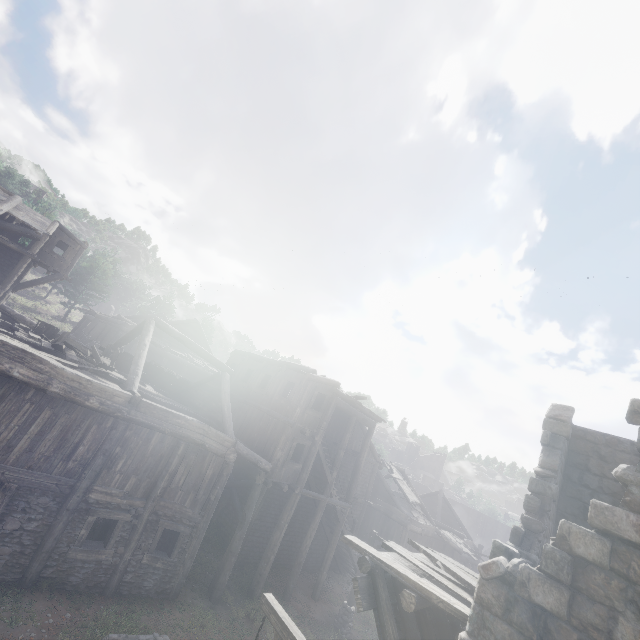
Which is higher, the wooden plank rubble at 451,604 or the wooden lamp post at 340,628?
the wooden plank rubble at 451,604

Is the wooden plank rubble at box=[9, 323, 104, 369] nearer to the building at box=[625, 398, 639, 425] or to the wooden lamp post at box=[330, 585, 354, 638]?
the building at box=[625, 398, 639, 425]

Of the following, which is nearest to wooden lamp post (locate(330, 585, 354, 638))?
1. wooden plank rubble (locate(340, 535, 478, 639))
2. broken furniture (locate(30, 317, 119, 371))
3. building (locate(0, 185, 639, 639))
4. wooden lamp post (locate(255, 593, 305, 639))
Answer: building (locate(0, 185, 639, 639))

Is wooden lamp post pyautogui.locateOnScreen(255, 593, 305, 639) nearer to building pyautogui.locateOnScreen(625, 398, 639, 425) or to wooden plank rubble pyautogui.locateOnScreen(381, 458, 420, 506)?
building pyautogui.locateOnScreen(625, 398, 639, 425)

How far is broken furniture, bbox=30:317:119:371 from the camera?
12.6 meters

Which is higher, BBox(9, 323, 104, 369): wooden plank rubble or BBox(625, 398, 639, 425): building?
BBox(625, 398, 639, 425): building

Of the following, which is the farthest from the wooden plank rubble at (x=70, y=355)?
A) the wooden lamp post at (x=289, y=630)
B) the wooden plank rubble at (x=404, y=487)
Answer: the wooden plank rubble at (x=404, y=487)

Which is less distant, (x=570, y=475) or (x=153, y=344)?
(x=570, y=475)
